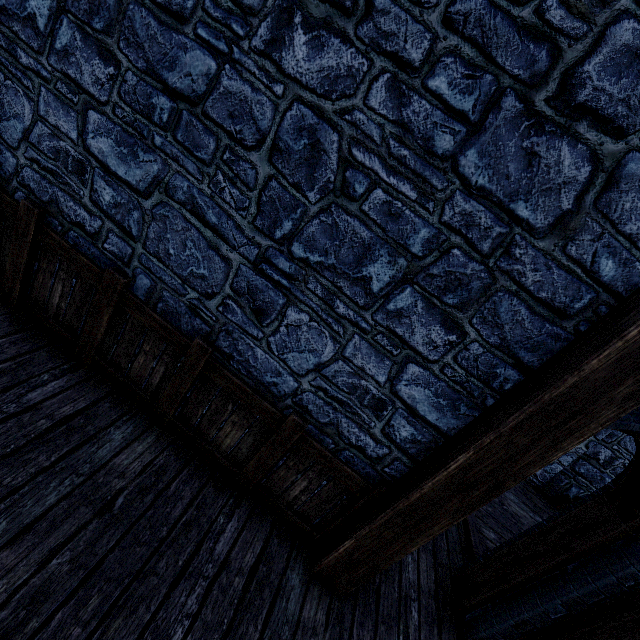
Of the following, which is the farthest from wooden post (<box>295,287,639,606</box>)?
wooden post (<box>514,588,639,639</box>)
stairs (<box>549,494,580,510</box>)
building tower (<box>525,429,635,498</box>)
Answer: stairs (<box>549,494,580,510</box>)

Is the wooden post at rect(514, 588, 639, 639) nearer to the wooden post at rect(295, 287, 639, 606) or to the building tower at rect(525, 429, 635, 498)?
the building tower at rect(525, 429, 635, 498)

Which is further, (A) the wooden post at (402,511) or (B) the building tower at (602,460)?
(B) the building tower at (602,460)

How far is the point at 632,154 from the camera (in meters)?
1.65

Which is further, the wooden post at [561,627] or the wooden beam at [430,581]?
the wooden beam at [430,581]

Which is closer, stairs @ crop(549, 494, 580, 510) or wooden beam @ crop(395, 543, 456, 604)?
wooden beam @ crop(395, 543, 456, 604)

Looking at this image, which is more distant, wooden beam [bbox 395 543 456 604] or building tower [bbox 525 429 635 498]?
building tower [bbox 525 429 635 498]

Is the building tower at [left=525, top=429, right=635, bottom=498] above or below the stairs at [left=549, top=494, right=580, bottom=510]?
above
